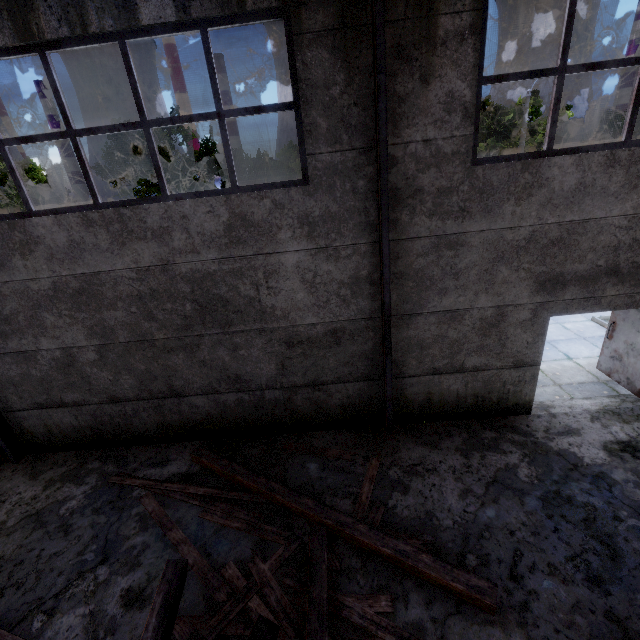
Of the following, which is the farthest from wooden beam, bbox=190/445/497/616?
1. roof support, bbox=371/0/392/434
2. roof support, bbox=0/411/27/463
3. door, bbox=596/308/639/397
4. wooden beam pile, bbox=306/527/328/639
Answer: door, bbox=596/308/639/397

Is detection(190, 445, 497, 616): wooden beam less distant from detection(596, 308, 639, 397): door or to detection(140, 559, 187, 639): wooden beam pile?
detection(140, 559, 187, 639): wooden beam pile

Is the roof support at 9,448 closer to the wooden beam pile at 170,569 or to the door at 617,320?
the wooden beam pile at 170,569

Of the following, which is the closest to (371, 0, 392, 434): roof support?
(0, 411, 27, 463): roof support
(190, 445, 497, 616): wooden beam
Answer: (190, 445, 497, 616): wooden beam

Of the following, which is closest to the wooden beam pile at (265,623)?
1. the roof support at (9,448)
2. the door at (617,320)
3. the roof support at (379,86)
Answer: the roof support at (379,86)

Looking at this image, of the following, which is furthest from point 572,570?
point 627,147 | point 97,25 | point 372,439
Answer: point 97,25

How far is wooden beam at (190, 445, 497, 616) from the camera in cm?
386

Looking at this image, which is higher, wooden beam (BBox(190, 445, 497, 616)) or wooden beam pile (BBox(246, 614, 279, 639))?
wooden beam pile (BBox(246, 614, 279, 639))
